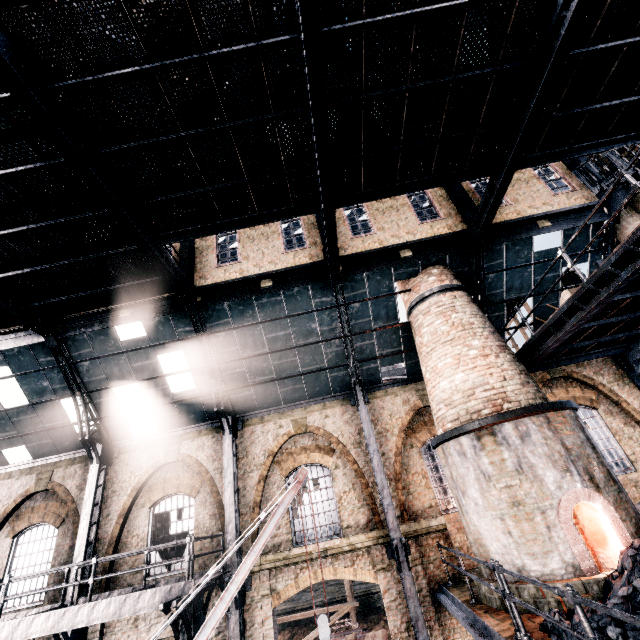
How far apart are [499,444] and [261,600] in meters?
10.2 m

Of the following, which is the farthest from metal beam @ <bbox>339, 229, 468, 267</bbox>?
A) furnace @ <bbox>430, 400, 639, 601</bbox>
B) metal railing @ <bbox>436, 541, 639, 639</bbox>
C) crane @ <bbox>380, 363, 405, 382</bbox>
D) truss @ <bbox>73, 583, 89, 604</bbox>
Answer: crane @ <bbox>380, 363, 405, 382</bbox>

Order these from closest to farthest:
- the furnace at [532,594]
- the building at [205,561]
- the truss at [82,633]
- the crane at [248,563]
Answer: the furnace at [532,594], the crane at [248,563], the truss at [82,633], the building at [205,561]

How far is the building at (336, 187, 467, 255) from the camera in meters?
13.5 m

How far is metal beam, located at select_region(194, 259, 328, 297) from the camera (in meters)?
13.23

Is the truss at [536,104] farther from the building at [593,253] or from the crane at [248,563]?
the crane at [248,563]

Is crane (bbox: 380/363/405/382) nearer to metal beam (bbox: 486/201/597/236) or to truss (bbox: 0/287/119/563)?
truss (bbox: 0/287/119/563)

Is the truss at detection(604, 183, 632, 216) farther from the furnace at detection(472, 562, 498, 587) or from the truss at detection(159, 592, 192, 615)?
the truss at detection(159, 592, 192, 615)
